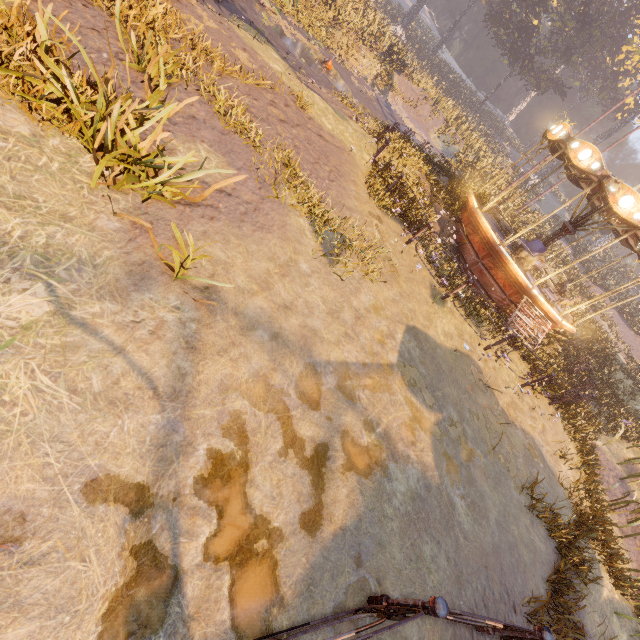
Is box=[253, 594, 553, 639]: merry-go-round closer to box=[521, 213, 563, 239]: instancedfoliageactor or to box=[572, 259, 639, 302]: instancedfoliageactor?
box=[572, 259, 639, 302]: instancedfoliageactor

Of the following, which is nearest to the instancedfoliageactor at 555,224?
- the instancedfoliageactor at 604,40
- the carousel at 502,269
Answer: the instancedfoliageactor at 604,40

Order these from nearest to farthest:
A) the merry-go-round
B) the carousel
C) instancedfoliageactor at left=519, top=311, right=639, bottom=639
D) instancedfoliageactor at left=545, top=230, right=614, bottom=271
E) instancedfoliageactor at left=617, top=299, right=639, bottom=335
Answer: the merry-go-round < instancedfoliageactor at left=519, top=311, right=639, bottom=639 < the carousel < instancedfoliageactor at left=545, top=230, right=614, bottom=271 < instancedfoliageactor at left=617, top=299, right=639, bottom=335

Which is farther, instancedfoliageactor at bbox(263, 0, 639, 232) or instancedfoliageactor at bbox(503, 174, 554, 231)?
instancedfoliageactor at bbox(503, 174, 554, 231)

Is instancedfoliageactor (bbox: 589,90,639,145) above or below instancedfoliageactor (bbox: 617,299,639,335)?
above

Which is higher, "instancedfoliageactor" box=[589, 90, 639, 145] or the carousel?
"instancedfoliageactor" box=[589, 90, 639, 145]

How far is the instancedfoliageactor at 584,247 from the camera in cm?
2310

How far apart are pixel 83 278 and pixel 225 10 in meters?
13.4 m
